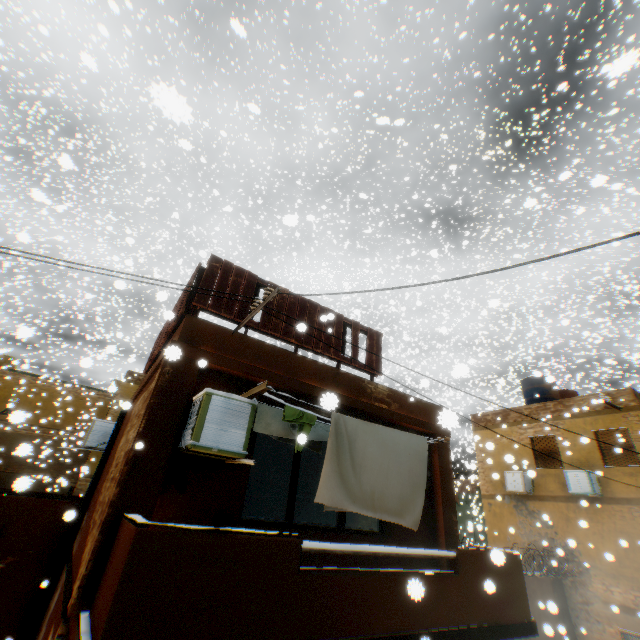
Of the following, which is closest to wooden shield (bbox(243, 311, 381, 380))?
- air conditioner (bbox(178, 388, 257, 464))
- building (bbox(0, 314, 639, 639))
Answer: building (bbox(0, 314, 639, 639))

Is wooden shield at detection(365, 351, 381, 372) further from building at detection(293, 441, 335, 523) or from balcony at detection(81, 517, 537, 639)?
balcony at detection(81, 517, 537, 639)

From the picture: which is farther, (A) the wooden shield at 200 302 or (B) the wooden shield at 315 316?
(B) the wooden shield at 315 316

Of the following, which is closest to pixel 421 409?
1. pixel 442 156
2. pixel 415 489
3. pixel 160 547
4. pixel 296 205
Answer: pixel 415 489

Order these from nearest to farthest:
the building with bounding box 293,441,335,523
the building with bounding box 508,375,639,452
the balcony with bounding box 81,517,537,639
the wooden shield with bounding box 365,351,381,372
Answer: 1. the balcony with bounding box 81,517,537,639
2. the wooden shield with bounding box 365,351,381,372
3. the building with bounding box 293,441,335,523
4. the building with bounding box 508,375,639,452

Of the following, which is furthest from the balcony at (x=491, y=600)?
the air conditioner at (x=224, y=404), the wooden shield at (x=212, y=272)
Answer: the wooden shield at (x=212, y=272)

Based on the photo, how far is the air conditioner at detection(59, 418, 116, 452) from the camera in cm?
933

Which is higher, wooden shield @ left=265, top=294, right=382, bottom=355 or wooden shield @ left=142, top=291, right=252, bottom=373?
wooden shield @ left=265, top=294, right=382, bottom=355
